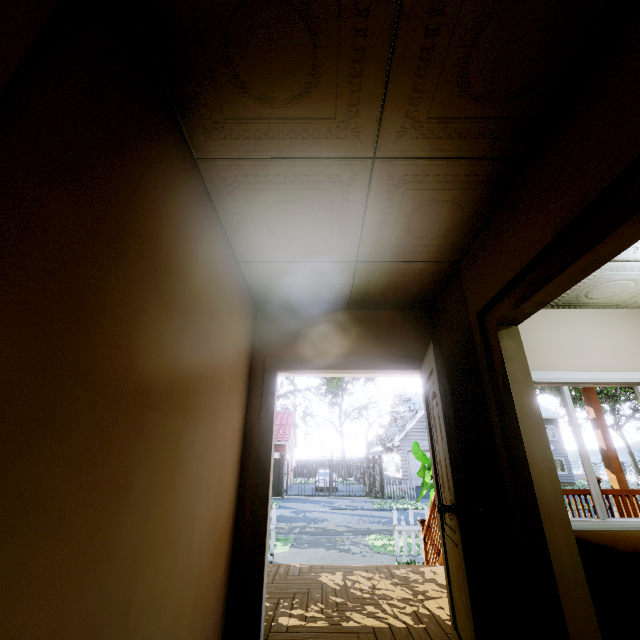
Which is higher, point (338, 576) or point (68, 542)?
point (68, 542)

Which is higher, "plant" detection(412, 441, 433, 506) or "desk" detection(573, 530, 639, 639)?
"plant" detection(412, 441, 433, 506)

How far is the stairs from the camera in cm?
445

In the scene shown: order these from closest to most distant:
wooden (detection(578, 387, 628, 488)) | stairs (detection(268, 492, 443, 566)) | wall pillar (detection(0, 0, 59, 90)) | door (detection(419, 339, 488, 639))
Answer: wall pillar (detection(0, 0, 59, 90)), door (detection(419, 339, 488, 639)), stairs (detection(268, 492, 443, 566)), wooden (detection(578, 387, 628, 488))

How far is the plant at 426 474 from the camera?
5.37m

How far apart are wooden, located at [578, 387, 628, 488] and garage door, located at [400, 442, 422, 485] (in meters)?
19.67

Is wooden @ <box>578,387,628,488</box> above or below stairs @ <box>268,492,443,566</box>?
above

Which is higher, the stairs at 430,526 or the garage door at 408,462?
the garage door at 408,462
